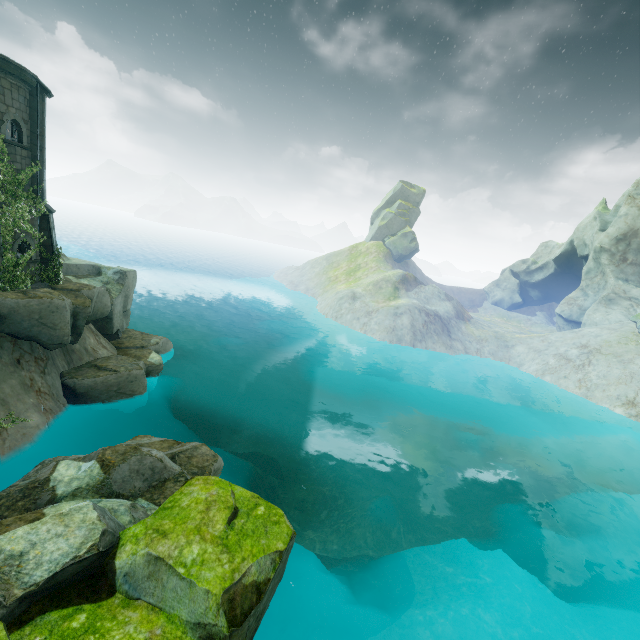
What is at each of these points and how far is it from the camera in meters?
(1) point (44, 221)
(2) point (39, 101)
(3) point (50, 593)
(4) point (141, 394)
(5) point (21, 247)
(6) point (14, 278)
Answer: (1) building, 16.6
(2) building, 15.3
(3) rock, 6.3
(4) rock, 17.9
(5) building, 16.5
(6) plant, 14.6

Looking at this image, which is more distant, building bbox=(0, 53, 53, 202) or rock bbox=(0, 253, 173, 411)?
rock bbox=(0, 253, 173, 411)

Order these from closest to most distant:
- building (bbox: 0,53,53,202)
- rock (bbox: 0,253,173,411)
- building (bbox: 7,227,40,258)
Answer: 1. building (bbox: 0,53,53,202)
2. rock (bbox: 0,253,173,411)
3. building (bbox: 7,227,40,258)

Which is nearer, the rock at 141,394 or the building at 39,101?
the building at 39,101

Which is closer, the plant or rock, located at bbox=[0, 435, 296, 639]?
rock, located at bbox=[0, 435, 296, 639]

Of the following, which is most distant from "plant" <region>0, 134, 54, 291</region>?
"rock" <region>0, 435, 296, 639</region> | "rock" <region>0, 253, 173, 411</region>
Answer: "rock" <region>0, 435, 296, 639</region>

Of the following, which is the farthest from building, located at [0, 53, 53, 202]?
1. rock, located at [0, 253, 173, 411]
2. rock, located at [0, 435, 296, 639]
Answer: rock, located at [0, 435, 296, 639]

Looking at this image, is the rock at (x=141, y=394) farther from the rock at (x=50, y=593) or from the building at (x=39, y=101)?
the rock at (x=50, y=593)
